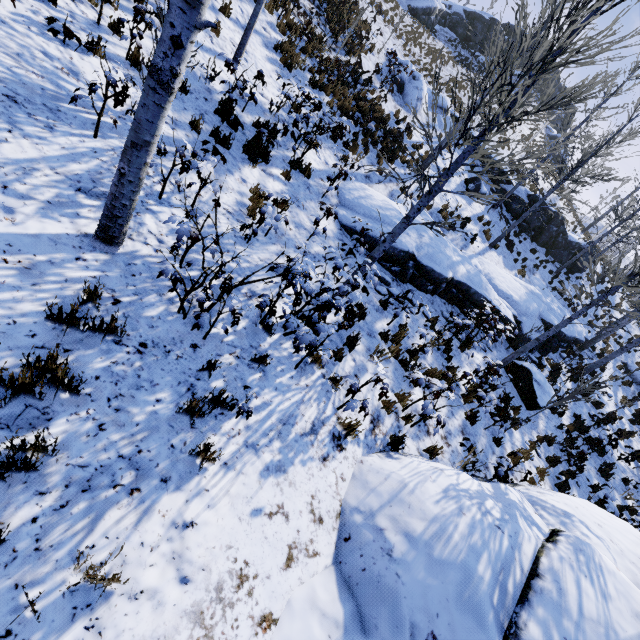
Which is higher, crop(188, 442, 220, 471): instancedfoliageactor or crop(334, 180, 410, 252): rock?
crop(334, 180, 410, 252): rock

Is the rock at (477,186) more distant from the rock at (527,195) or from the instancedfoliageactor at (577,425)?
the instancedfoliageactor at (577,425)

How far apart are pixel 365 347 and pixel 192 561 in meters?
4.6 m

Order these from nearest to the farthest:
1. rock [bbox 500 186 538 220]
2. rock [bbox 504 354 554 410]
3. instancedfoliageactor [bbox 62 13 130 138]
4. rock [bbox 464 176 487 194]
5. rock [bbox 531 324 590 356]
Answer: instancedfoliageactor [bbox 62 13 130 138]
rock [bbox 504 354 554 410]
rock [bbox 531 324 590 356]
rock [bbox 464 176 487 194]
rock [bbox 500 186 538 220]

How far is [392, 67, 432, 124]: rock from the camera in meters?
16.8

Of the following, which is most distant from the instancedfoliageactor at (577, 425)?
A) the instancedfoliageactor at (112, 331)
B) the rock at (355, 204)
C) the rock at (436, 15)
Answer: the rock at (436, 15)

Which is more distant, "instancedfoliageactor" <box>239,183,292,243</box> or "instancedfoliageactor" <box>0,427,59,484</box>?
"instancedfoliageactor" <box>239,183,292,243</box>

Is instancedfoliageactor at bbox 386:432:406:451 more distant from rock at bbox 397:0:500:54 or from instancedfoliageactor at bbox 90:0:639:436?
rock at bbox 397:0:500:54
